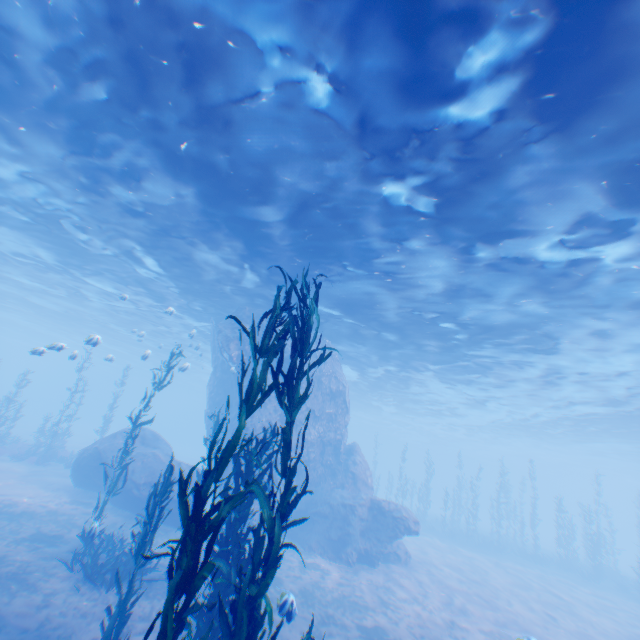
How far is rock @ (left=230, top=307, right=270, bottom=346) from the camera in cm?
2119

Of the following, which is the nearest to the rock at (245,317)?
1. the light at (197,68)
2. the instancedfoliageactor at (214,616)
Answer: the light at (197,68)

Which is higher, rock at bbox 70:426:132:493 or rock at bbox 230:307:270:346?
rock at bbox 230:307:270:346

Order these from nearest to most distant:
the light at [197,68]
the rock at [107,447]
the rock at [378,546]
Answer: the light at [197,68] < the rock at [378,546] < the rock at [107,447]

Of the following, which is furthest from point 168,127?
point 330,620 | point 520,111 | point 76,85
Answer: point 330,620

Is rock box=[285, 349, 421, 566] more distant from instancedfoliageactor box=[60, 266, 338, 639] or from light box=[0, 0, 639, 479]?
instancedfoliageactor box=[60, 266, 338, 639]

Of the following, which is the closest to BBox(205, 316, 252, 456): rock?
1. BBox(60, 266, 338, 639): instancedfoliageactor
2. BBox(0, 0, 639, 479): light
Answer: BBox(0, 0, 639, 479): light
